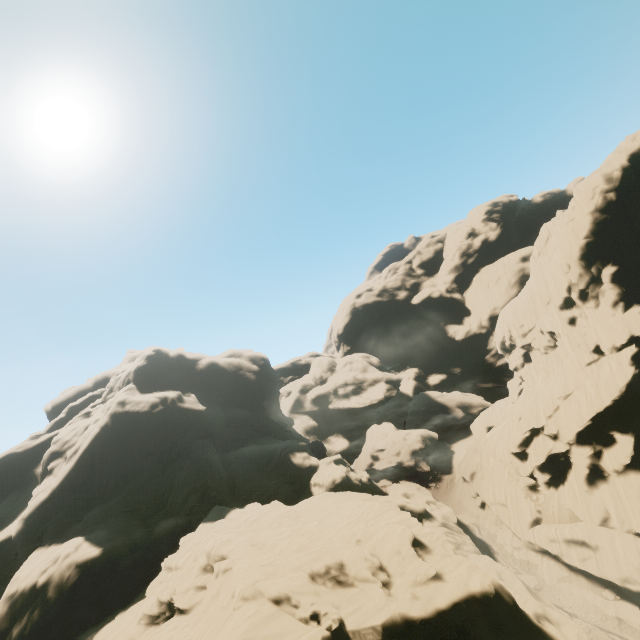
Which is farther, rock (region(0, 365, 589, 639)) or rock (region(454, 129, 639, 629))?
rock (region(454, 129, 639, 629))

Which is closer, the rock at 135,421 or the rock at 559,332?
the rock at 135,421

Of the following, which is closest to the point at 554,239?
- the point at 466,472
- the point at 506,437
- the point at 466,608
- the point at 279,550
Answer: the point at 506,437
